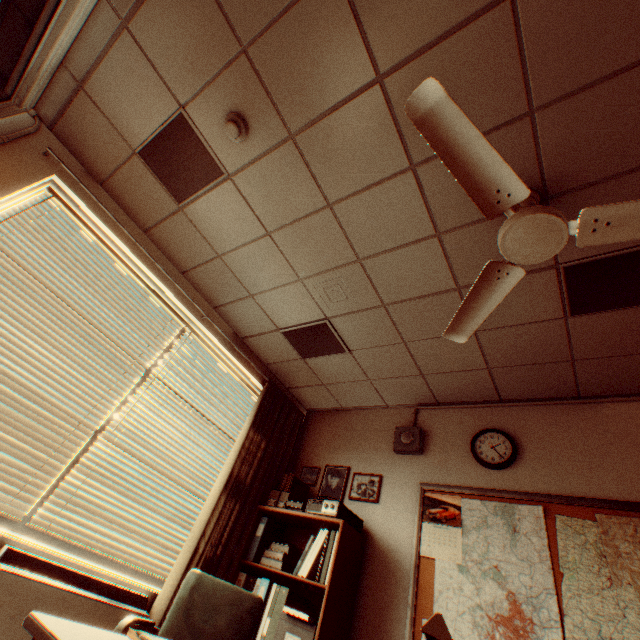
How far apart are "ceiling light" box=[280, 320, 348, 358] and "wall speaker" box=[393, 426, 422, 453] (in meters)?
1.10

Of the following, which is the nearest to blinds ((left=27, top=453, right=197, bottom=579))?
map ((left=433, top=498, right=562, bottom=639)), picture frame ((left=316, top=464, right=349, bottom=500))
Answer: picture frame ((left=316, top=464, right=349, bottom=500))

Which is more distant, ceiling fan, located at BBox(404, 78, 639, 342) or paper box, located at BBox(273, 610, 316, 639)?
paper box, located at BBox(273, 610, 316, 639)

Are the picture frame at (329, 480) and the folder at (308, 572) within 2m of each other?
yes

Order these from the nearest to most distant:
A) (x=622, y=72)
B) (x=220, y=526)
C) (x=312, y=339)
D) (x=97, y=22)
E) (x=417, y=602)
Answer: (x=622, y=72)
(x=97, y=22)
(x=417, y=602)
(x=220, y=526)
(x=312, y=339)

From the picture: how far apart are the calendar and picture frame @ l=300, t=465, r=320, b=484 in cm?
136

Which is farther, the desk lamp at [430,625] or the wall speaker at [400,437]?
the wall speaker at [400,437]

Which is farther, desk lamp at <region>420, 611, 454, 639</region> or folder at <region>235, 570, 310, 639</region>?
folder at <region>235, 570, 310, 639</region>
